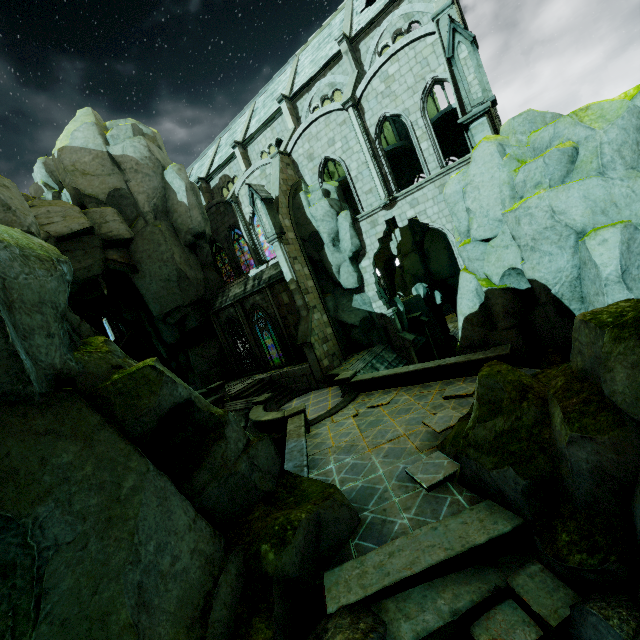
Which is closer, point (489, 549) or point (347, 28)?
point (489, 549)

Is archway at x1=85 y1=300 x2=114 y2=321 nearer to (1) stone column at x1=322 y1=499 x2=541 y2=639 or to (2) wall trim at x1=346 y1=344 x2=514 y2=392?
(2) wall trim at x1=346 y1=344 x2=514 y2=392

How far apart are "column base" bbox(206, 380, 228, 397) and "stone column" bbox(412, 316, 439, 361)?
15.0 meters

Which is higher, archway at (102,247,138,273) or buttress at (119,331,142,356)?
archway at (102,247,138,273)

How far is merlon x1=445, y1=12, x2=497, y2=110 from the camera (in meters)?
11.95

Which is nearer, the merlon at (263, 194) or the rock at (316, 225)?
the merlon at (263, 194)

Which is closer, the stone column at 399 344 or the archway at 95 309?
the stone column at 399 344

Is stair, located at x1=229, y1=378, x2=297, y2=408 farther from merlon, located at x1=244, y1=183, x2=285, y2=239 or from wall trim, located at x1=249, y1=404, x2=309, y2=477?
merlon, located at x1=244, y1=183, x2=285, y2=239
